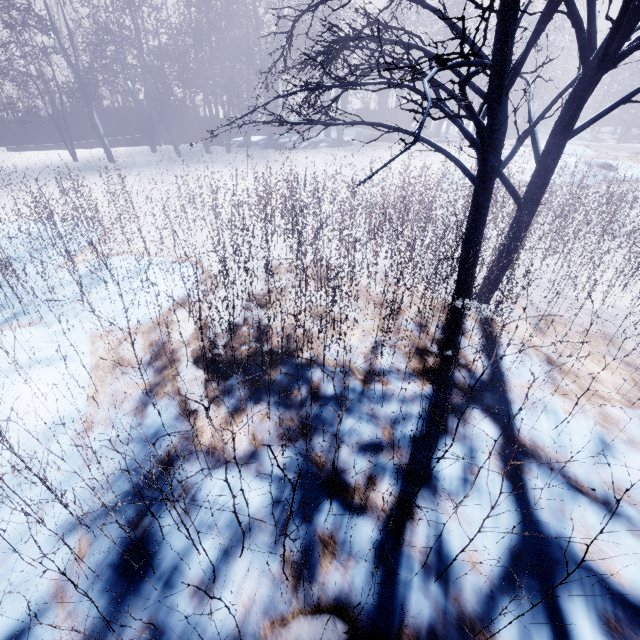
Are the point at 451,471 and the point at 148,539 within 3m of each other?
yes
